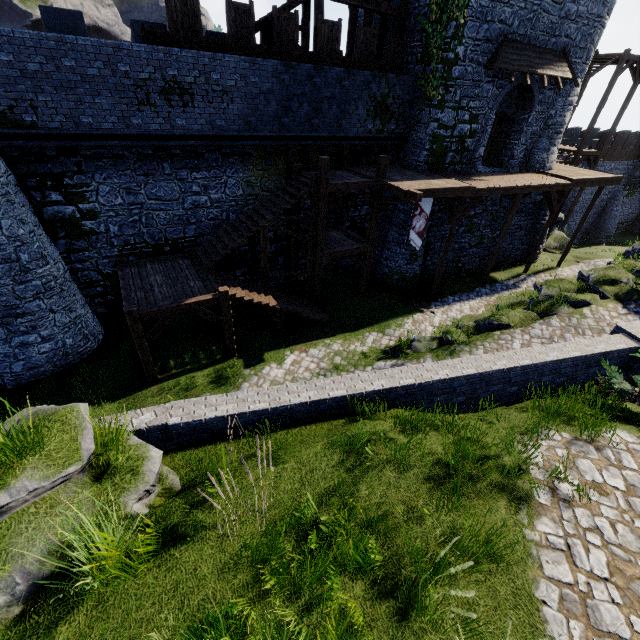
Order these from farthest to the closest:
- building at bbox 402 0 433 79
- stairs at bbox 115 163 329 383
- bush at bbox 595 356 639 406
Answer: building at bbox 402 0 433 79 → stairs at bbox 115 163 329 383 → bush at bbox 595 356 639 406

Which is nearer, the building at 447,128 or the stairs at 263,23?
the stairs at 263,23

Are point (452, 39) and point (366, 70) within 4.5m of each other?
yes

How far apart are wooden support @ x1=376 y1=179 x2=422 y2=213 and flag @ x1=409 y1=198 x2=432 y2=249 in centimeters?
76cm

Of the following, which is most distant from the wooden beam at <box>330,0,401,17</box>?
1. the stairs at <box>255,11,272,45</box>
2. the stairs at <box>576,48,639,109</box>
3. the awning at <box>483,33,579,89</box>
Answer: the stairs at <box>576,48,639,109</box>

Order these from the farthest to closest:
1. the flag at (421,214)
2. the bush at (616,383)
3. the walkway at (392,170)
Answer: the flag at (421,214) < the walkway at (392,170) < the bush at (616,383)

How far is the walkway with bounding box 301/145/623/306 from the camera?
13.8m

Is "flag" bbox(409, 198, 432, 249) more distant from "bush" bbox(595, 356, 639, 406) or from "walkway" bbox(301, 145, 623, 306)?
"bush" bbox(595, 356, 639, 406)
